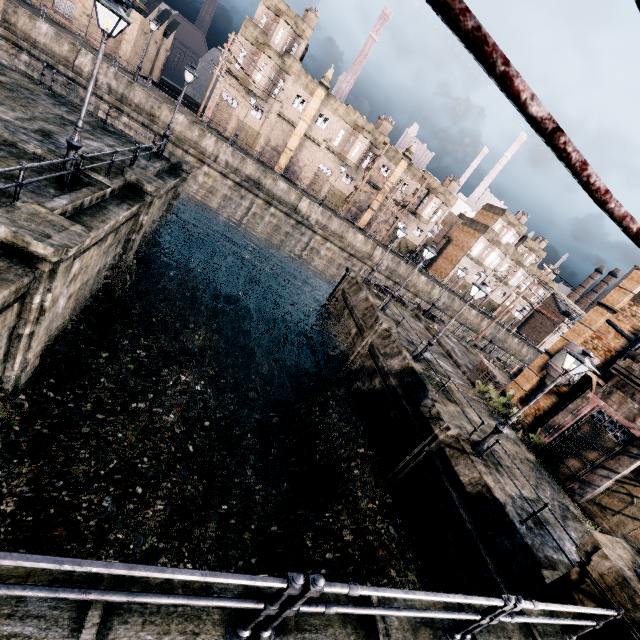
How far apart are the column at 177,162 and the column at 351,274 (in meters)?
14.05

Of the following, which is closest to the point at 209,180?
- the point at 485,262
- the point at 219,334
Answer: the point at 219,334

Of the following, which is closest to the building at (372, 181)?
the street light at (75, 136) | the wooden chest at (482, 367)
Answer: the wooden chest at (482, 367)

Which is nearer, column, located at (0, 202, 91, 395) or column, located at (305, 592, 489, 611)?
column, located at (305, 592, 489, 611)

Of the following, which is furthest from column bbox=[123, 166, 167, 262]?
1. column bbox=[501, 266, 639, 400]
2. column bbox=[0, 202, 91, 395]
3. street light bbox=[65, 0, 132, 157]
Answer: column bbox=[501, 266, 639, 400]

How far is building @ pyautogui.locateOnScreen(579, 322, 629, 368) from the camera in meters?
20.6 m

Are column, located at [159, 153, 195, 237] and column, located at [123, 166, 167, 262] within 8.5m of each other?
yes

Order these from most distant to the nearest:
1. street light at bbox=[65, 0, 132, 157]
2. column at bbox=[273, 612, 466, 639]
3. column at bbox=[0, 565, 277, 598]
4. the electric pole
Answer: street light at bbox=[65, 0, 132, 157]
column at bbox=[273, 612, 466, 639]
column at bbox=[0, 565, 277, 598]
the electric pole
